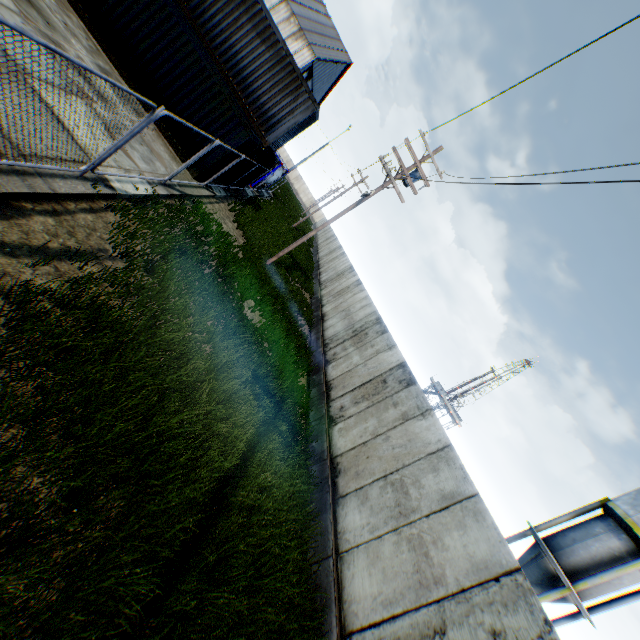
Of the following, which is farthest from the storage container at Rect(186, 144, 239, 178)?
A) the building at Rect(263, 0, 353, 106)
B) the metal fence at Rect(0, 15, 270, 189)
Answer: the building at Rect(263, 0, 353, 106)

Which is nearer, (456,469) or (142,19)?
(456,469)

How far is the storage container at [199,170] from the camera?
12.6m

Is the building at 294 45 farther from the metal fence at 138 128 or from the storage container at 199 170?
the storage container at 199 170

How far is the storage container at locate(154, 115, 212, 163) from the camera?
12.3 meters

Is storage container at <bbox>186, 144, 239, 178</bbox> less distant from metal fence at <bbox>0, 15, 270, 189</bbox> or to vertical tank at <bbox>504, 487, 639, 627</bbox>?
metal fence at <bbox>0, 15, 270, 189</bbox>

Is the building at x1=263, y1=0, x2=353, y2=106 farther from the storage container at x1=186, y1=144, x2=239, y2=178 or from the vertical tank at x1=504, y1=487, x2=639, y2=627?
the vertical tank at x1=504, y1=487, x2=639, y2=627

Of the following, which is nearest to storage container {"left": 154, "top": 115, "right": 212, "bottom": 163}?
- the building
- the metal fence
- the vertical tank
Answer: the metal fence
